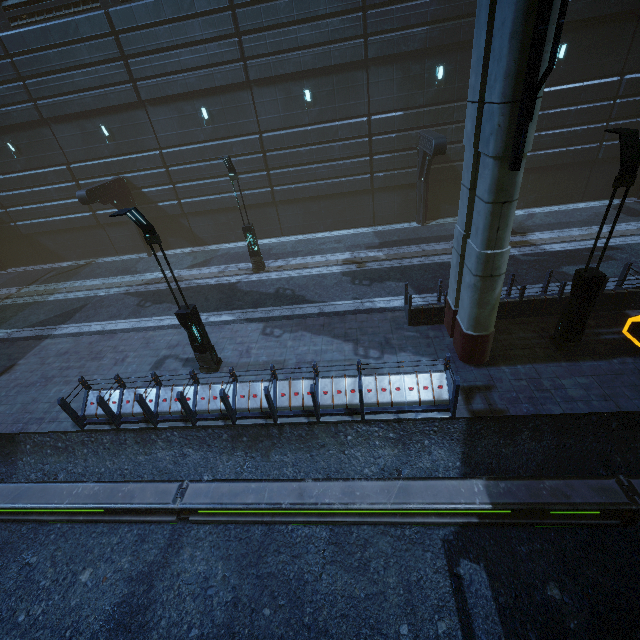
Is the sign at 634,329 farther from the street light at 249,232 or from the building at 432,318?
the street light at 249,232

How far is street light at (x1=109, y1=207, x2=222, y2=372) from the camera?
7.9 meters

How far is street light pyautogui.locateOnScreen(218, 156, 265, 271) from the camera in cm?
1422

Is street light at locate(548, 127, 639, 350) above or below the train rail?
above

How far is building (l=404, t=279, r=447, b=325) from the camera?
11.0 meters

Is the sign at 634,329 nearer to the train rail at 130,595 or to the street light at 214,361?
the train rail at 130,595

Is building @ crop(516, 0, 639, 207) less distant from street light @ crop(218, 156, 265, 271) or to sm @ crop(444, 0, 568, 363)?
sm @ crop(444, 0, 568, 363)

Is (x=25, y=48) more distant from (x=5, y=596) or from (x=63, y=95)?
(x=5, y=596)
